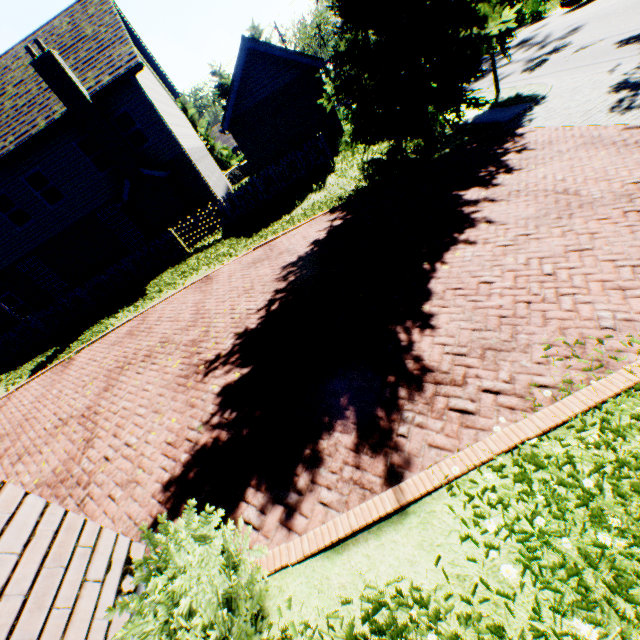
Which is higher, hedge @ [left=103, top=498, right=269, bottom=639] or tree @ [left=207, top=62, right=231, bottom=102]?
tree @ [left=207, top=62, right=231, bottom=102]

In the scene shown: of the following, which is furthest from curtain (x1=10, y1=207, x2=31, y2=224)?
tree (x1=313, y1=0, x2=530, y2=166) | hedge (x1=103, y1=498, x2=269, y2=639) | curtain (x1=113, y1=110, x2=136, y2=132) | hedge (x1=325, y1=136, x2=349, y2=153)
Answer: hedge (x1=103, y1=498, x2=269, y2=639)

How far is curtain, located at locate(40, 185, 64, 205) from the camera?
15.7 meters

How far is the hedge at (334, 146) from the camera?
16.3 meters

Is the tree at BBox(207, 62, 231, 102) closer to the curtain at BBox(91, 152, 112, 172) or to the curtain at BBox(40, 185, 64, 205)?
the curtain at BBox(91, 152, 112, 172)

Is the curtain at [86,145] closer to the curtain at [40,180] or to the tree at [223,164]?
the curtain at [40,180]

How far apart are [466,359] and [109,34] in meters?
20.8

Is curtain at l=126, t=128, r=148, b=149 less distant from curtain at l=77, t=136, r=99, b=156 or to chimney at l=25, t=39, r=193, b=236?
chimney at l=25, t=39, r=193, b=236
